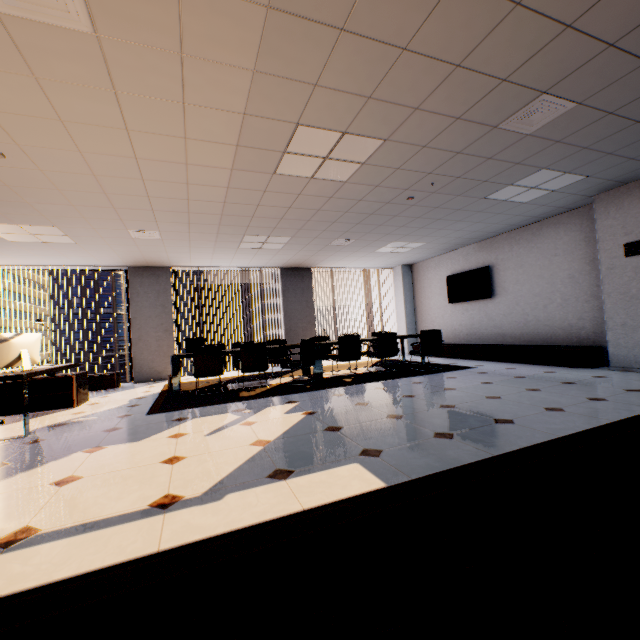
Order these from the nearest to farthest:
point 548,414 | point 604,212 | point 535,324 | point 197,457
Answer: point 197,457 < point 548,414 < point 604,212 < point 535,324

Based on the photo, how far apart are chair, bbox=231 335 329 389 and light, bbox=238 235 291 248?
2.13m

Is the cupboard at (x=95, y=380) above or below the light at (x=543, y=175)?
below

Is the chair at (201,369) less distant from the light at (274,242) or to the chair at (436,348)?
the light at (274,242)

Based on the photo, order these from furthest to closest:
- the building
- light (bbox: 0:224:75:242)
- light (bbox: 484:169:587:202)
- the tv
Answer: the building, the tv, light (bbox: 0:224:75:242), light (bbox: 484:169:587:202)

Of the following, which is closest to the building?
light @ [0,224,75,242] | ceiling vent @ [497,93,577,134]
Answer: light @ [0,224,75,242]

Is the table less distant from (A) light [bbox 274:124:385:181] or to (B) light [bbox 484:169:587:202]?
(A) light [bbox 274:124:385:181]

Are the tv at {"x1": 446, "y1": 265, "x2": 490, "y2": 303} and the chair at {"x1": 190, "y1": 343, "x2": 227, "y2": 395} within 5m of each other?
no
